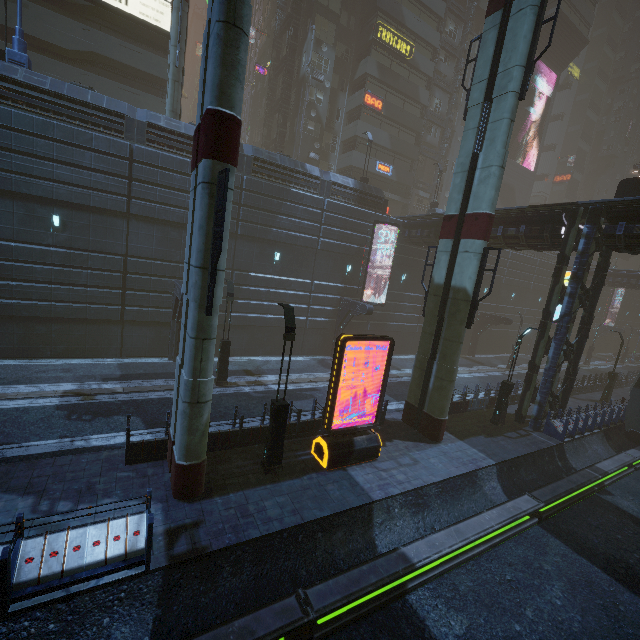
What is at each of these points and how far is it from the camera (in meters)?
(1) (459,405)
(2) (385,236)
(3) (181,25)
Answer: (1) building, 18.45
(2) building, 26.42
(3) sm, 19.02

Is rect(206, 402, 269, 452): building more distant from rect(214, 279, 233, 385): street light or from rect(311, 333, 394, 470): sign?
rect(214, 279, 233, 385): street light

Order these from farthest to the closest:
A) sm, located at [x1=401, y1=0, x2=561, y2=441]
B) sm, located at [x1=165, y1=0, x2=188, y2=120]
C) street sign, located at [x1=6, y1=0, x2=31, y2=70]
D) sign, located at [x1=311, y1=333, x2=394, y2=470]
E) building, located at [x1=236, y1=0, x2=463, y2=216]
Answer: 1. building, located at [x1=236, y1=0, x2=463, y2=216]
2. sm, located at [x1=165, y1=0, x2=188, y2=120]
3. street sign, located at [x1=6, y1=0, x2=31, y2=70]
4. sm, located at [x1=401, y1=0, x2=561, y2=441]
5. sign, located at [x1=311, y1=333, x2=394, y2=470]

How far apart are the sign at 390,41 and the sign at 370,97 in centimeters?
434cm

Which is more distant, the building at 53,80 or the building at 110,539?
the building at 53,80

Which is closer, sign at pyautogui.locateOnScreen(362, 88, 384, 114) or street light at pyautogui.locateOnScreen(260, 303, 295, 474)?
street light at pyautogui.locateOnScreen(260, 303, 295, 474)

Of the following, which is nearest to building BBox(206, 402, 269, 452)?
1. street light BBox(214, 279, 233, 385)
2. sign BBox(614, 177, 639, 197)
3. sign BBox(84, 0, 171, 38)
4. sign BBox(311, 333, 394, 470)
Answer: sign BBox(84, 0, 171, 38)

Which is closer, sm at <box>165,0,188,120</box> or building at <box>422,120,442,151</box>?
sm at <box>165,0,188,120</box>
